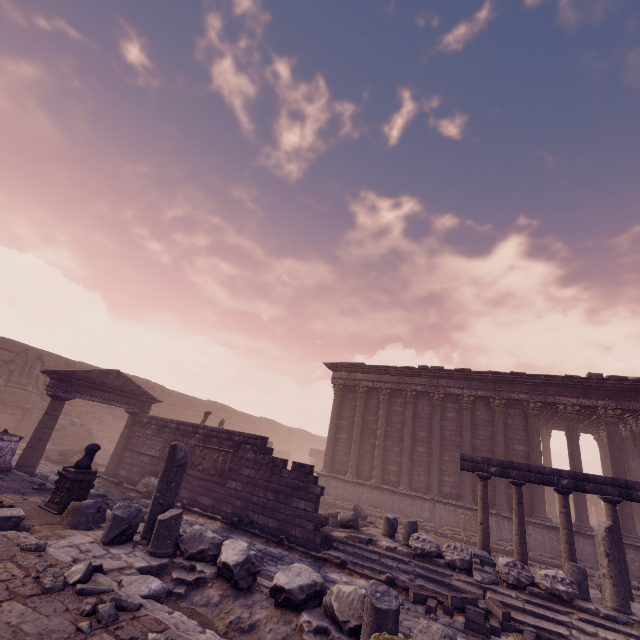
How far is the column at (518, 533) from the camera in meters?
9.6

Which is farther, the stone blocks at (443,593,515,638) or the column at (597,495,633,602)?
the column at (597,495,633,602)

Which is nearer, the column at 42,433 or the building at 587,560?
the column at 42,433

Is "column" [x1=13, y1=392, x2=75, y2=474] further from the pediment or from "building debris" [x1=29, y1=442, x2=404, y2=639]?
"building debris" [x1=29, y1=442, x2=404, y2=639]

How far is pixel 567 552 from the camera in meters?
9.3

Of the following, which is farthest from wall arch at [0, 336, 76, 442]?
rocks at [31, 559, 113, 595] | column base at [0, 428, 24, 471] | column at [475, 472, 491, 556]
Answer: column at [475, 472, 491, 556]

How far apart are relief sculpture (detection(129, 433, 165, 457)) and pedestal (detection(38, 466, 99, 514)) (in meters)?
5.08

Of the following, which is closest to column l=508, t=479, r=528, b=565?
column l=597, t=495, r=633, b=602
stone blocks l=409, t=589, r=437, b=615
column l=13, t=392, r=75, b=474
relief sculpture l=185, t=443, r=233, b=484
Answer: column l=597, t=495, r=633, b=602
